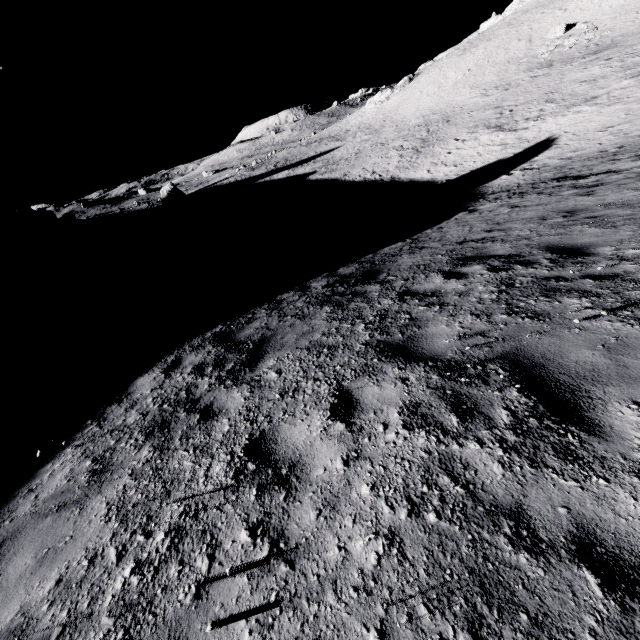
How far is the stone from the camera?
58.19m

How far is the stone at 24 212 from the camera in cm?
5819

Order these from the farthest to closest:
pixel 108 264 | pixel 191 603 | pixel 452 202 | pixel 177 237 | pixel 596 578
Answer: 1. pixel 177 237
2. pixel 108 264
3. pixel 452 202
4. pixel 191 603
5. pixel 596 578
